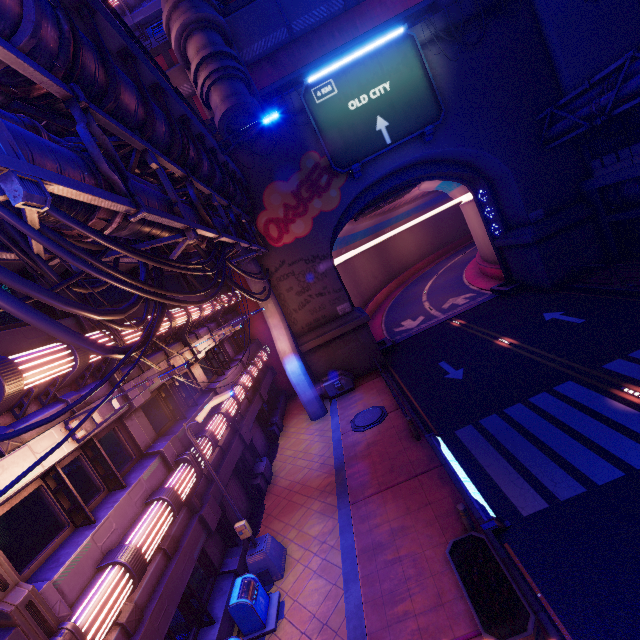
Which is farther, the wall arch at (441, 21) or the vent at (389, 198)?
the vent at (389, 198)

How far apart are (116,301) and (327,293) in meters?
13.1

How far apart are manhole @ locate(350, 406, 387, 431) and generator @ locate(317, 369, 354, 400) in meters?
3.2 m

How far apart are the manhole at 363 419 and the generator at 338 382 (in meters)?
3.18

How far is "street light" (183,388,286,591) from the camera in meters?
9.6

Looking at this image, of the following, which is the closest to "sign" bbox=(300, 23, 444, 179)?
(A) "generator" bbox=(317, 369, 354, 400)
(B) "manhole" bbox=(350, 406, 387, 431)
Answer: (A) "generator" bbox=(317, 369, 354, 400)

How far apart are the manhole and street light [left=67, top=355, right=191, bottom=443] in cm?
1104

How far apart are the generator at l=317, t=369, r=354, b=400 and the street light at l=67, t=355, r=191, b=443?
14.52m
